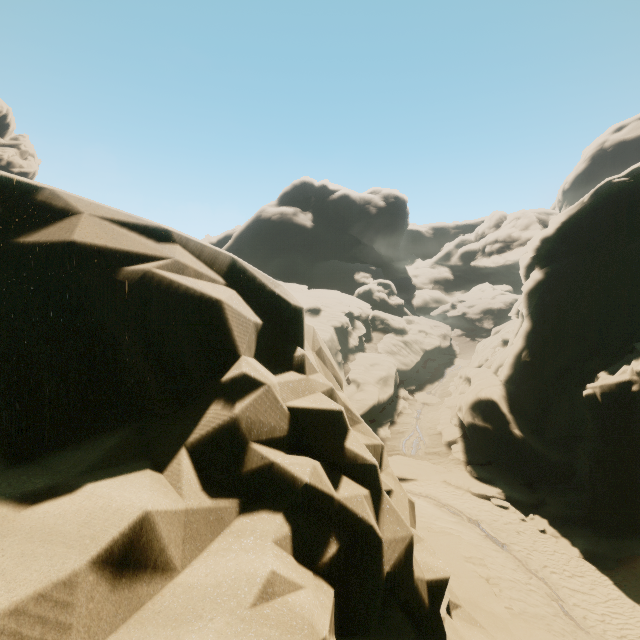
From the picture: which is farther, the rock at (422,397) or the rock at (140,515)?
the rock at (422,397)

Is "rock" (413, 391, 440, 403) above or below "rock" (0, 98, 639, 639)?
above

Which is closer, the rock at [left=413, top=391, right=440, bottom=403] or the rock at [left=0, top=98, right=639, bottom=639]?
the rock at [left=0, top=98, right=639, bottom=639]

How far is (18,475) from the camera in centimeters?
172cm

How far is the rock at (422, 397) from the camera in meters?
35.4 m

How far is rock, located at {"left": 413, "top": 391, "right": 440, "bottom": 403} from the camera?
35.4 meters
